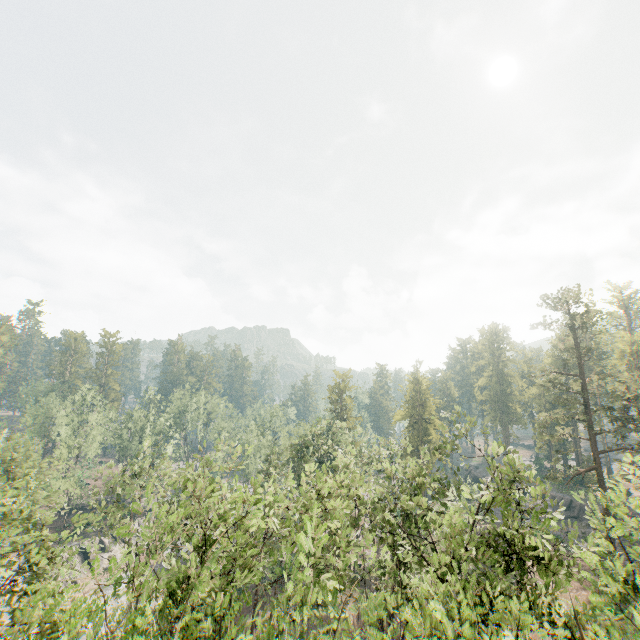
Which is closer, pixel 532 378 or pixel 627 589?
pixel 627 589

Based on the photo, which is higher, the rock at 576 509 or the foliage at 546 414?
the foliage at 546 414

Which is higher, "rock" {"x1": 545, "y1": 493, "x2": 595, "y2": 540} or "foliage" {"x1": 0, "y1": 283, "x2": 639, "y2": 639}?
"foliage" {"x1": 0, "y1": 283, "x2": 639, "y2": 639}

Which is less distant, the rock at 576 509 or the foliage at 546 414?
the foliage at 546 414

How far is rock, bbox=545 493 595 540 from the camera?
43.8 meters

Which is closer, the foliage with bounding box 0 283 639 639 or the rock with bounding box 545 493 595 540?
the foliage with bounding box 0 283 639 639
